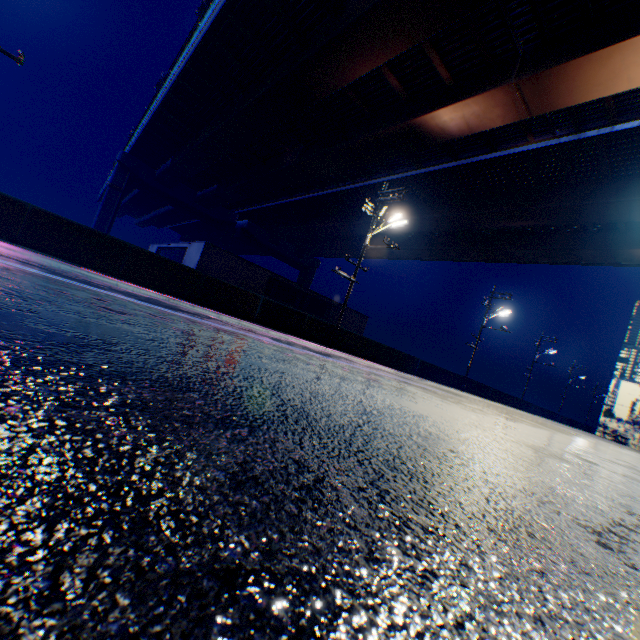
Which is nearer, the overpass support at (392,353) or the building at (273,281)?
the overpass support at (392,353)

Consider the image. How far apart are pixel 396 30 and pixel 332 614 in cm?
1687

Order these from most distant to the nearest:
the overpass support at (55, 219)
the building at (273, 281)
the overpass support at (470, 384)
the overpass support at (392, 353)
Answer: the overpass support at (470, 384)
the building at (273, 281)
the overpass support at (392, 353)
the overpass support at (55, 219)

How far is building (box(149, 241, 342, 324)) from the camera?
23.6m

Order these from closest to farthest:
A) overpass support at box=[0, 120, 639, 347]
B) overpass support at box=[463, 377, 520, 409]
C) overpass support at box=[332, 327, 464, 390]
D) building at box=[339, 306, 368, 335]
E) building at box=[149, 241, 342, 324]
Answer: overpass support at box=[0, 120, 639, 347] → overpass support at box=[332, 327, 464, 390] → building at box=[149, 241, 342, 324] → overpass support at box=[463, 377, 520, 409] → building at box=[339, 306, 368, 335]

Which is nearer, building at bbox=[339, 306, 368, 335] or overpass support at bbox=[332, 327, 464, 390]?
overpass support at bbox=[332, 327, 464, 390]

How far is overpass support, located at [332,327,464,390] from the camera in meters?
18.7 m
